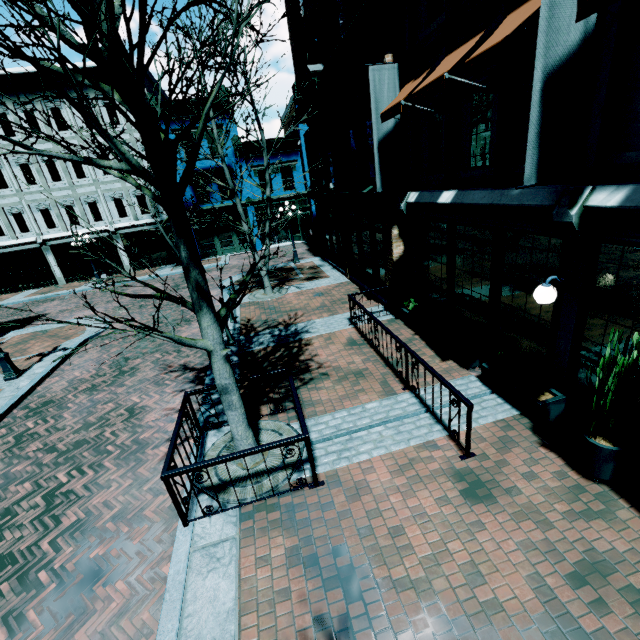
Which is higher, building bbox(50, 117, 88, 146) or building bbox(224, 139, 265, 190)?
building bbox(50, 117, 88, 146)

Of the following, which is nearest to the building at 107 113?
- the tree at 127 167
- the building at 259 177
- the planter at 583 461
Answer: the building at 259 177

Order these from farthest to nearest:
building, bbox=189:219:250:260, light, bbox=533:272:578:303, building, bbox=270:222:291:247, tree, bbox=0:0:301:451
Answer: building, bbox=270:222:291:247 < building, bbox=189:219:250:260 < light, bbox=533:272:578:303 < tree, bbox=0:0:301:451

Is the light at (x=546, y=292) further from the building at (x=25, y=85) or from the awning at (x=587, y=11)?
the building at (x=25, y=85)

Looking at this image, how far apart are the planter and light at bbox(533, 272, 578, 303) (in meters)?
1.80

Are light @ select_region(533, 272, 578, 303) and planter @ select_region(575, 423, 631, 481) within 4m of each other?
yes

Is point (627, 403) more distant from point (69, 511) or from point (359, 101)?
point (359, 101)

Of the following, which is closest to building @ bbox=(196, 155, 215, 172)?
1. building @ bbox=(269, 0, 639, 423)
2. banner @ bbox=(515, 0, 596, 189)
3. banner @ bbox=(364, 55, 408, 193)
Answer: building @ bbox=(269, 0, 639, 423)
